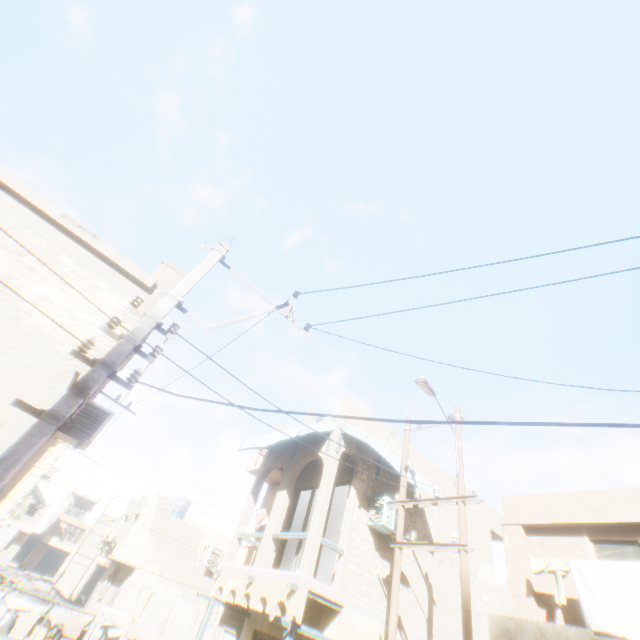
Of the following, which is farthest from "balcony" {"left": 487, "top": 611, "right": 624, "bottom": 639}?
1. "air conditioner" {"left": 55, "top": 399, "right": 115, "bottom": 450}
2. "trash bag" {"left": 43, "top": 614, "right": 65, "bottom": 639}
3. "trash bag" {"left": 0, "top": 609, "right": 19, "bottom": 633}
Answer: "trash bag" {"left": 43, "top": 614, "right": 65, "bottom": 639}

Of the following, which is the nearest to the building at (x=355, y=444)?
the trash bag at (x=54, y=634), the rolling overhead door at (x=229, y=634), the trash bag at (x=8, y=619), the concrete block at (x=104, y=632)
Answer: the rolling overhead door at (x=229, y=634)

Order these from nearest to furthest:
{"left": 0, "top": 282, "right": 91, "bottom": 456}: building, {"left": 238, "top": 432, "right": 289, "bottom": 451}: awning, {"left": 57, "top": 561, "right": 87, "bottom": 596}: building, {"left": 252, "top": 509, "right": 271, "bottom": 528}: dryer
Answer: {"left": 0, "top": 282, "right": 91, "bottom": 456}: building
{"left": 238, "top": 432, "right": 289, "bottom": 451}: awning
{"left": 252, "top": 509, "right": 271, "bottom": 528}: dryer
{"left": 57, "top": 561, "right": 87, "bottom": 596}: building

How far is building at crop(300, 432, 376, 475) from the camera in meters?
10.9

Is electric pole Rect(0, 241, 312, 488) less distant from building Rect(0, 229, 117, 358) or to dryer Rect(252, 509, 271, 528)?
building Rect(0, 229, 117, 358)

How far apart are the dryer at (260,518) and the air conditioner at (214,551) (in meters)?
1.42

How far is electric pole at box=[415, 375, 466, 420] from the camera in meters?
8.9

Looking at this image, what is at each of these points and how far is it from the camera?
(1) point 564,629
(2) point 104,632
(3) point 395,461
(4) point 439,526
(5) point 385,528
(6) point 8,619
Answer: (1) balcony, 6.1 meters
(2) concrete block, 16.7 meters
(3) awning, 10.5 meters
(4) building, 12.5 meters
(5) air conditioner, 10.1 meters
(6) trash bag, 14.3 meters
